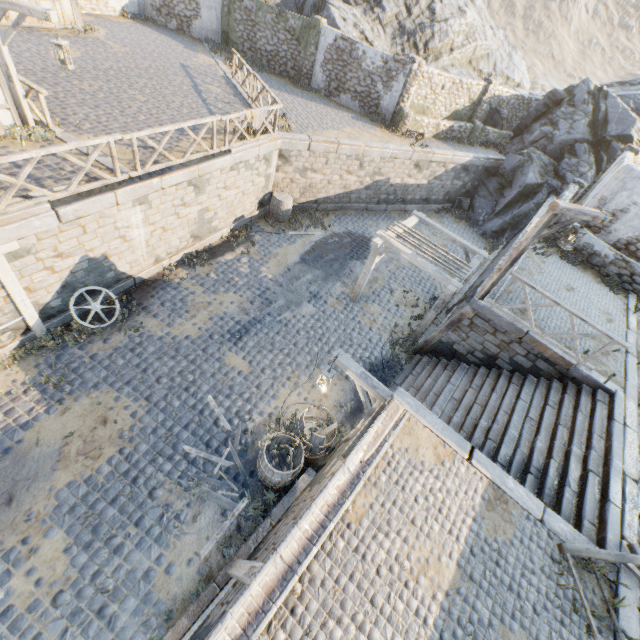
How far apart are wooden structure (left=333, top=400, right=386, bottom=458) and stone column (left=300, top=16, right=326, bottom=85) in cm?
2054

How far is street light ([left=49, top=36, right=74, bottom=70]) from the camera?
7.63m

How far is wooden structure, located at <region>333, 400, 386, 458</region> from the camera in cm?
564

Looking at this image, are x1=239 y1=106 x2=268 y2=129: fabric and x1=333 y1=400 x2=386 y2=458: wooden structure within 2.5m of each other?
no

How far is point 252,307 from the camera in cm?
1121

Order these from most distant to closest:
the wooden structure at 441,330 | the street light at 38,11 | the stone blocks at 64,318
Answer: the wooden structure at 441,330 < the stone blocks at 64,318 < the street light at 38,11

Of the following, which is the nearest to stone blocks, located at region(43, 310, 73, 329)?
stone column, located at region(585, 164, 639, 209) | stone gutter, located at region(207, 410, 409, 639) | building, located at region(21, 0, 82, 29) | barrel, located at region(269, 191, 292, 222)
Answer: stone gutter, located at region(207, 410, 409, 639)

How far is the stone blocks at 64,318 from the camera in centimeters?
855cm
